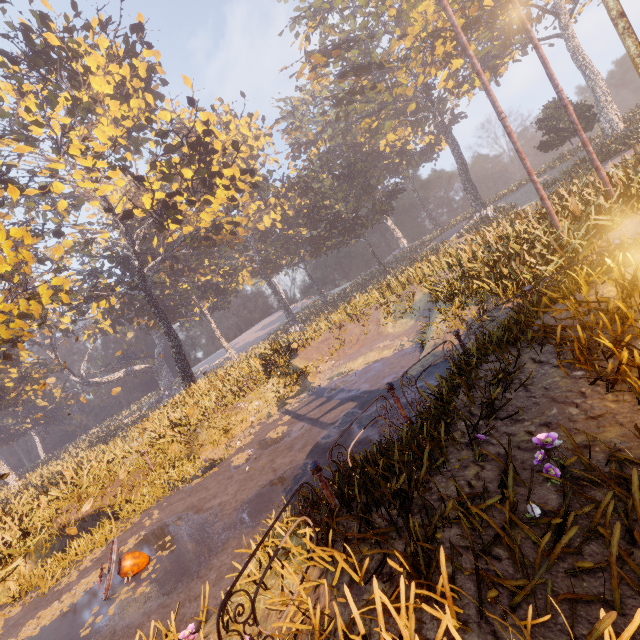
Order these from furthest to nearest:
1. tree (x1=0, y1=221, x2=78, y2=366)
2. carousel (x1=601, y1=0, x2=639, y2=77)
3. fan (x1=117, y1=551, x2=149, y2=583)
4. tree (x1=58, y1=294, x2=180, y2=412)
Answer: tree (x1=58, y1=294, x2=180, y2=412)
tree (x1=0, y1=221, x2=78, y2=366)
fan (x1=117, y1=551, x2=149, y2=583)
carousel (x1=601, y1=0, x2=639, y2=77)

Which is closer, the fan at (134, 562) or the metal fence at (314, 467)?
the metal fence at (314, 467)

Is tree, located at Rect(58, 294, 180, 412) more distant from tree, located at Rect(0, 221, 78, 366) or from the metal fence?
the metal fence

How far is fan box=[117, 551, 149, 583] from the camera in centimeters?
650cm

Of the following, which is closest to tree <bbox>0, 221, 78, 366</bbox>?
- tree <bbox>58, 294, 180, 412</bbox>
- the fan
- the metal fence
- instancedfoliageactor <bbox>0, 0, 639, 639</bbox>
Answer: instancedfoliageactor <bbox>0, 0, 639, 639</bbox>

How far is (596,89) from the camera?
28.0 meters

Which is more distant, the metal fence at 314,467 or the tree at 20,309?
the tree at 20,309

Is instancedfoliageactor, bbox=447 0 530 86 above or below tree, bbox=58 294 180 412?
above
